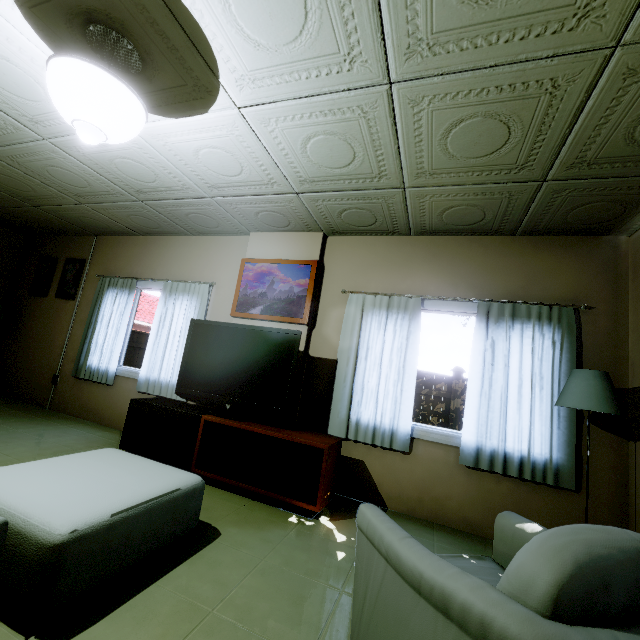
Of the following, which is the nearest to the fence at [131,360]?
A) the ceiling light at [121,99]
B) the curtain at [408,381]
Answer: the curtain at [408,381]

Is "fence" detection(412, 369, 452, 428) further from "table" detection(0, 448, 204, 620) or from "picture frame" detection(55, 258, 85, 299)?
"table" detection(0, 448, 204, 620)

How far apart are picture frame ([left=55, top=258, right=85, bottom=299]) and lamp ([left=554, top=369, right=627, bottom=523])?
6.4m

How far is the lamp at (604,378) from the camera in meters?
2.3 m

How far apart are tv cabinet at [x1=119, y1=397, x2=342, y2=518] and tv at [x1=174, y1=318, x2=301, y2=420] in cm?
2

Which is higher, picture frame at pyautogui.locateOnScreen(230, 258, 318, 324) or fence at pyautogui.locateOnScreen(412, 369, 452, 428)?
picture frame at pyautogui.locateOnScreen(230, 258, 318, 324)

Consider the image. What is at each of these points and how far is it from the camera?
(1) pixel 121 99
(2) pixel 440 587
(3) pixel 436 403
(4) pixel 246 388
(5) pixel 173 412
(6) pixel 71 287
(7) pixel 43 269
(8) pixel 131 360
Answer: (1) ceiling light, 1.7 meters
(2) couch, 0.8 meters
(3) fence, 7.5 meters
(4) tv, 3.1 meters
(5) tv cabinet, 3.2 meters
(6) picture frame, 5.2 meters
(7) picture frame, 5.5 meters
(8) fence, 10.8 meters

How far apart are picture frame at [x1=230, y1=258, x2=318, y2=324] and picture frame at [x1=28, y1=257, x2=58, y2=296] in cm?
379
